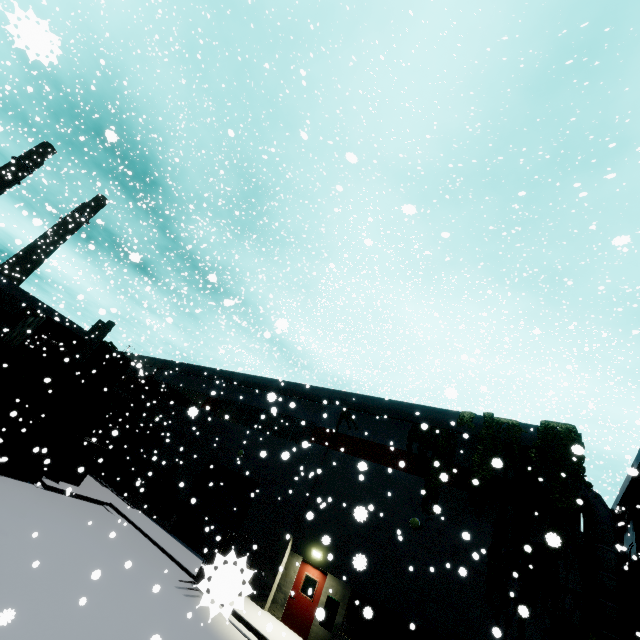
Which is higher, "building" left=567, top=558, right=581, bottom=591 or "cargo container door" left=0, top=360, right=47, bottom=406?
"building" left=567, top=558, right=581, bottom=591

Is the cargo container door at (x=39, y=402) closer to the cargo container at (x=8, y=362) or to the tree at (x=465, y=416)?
the cargo container at (x=8, y=362)

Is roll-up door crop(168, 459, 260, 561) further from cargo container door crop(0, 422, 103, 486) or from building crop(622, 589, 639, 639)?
cargo container door crop(0, 422, 103, 486)

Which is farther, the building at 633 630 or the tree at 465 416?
the building at 633 630

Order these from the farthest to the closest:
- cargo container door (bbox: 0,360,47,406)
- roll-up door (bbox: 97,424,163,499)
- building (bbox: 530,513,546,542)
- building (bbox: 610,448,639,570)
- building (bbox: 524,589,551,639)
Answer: roll-up door (bbox: 97,424,163,499)
building (bbox: 610,448,639,570)
cargo container door (bbox: 0,360,47,406)
building (bbox: 530,513,546,542)
building (bbox: 524,589,551,639)

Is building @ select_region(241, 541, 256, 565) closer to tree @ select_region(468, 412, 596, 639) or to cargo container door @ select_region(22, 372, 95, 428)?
tree @ select_region(468, 412, 596, 639)

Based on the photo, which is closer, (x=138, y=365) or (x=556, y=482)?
(x=138, y=365)

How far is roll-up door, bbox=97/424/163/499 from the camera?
24.3m
